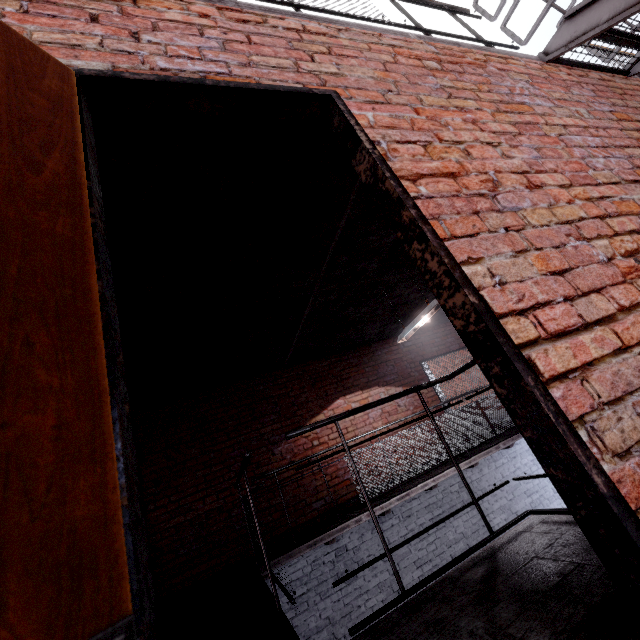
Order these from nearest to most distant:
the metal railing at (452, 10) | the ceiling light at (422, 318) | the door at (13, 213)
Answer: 1. the door at (13, 213)
2. the metal railing at (452, 10)
3. the ceiling light at (422, 318)

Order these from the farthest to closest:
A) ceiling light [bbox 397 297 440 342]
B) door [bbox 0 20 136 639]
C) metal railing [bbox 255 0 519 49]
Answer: ceiling light [bbox 397 297 440 342]
metal railing [bbox 255 0 519 49]
door [bbox 0 20 136 639]

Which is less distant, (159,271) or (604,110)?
(604,110)

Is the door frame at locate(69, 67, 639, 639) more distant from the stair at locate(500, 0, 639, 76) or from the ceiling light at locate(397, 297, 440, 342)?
the ceiling light at locate(397, 297, 440, 342)

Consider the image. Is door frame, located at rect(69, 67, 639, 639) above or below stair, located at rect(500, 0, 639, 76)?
below

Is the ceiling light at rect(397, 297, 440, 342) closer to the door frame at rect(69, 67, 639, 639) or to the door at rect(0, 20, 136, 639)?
the door frame at rect(69, 67, 639, 639)

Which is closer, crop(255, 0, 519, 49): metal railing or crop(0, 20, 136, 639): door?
crop(0, 20, 136, 639): door

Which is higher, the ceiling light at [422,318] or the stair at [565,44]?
the stair at [565,44]
